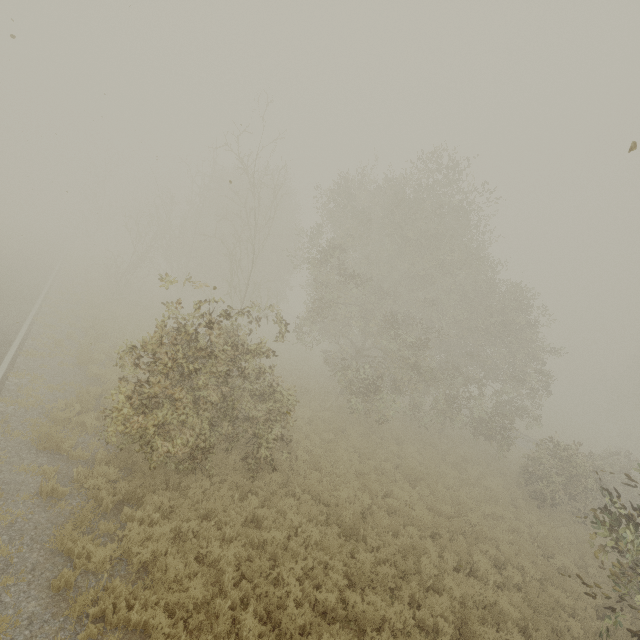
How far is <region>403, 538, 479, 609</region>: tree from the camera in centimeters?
870cm

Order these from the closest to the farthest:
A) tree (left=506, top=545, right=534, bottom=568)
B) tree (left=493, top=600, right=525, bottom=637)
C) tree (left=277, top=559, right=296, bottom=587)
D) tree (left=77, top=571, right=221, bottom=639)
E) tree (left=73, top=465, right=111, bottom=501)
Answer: tree (left=77, top=571, right=221, bottom=639) < tree (left=277, top=559, right=296, bottom=587) < tree (left=73, top=465, right=111, bottom=501) < tree (left=493, top=600, right=525, bottom=637) < tree (left=506, top=545, right=534, bottom=568)

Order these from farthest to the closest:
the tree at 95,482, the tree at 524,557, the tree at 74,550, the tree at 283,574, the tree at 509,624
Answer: the tree at 524,557, the tree at 509,624, the tree at 95,482, the tree at 283,574, the tree at 74,550

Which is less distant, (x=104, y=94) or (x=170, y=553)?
(x=170, y=553)

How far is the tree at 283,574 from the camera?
7.1 meters

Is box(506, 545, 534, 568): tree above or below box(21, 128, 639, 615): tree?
below
